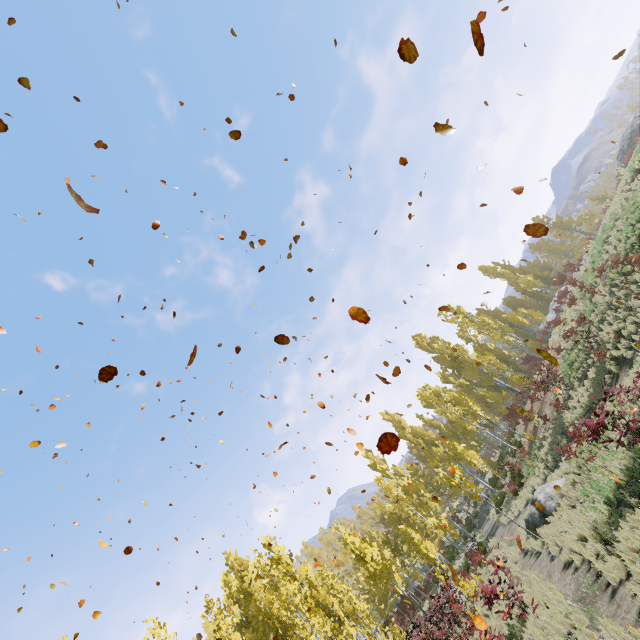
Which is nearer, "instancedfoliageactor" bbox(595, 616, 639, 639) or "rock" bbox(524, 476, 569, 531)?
"instancedfoliageactor" bbox(595, 616, 639, 639)

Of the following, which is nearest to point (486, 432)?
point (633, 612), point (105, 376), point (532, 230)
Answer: point (633, 612)

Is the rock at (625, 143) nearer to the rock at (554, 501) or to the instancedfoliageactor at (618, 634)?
the instancedfoliageactor at (618, 634)

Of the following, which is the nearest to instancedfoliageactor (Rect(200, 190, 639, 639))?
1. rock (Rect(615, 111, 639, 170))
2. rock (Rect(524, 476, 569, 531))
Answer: rock (Rect(615, 111, 639, 170))

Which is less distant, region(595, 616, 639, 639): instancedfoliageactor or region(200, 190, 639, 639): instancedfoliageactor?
region(595, 616, 639, 639): instancedfoliageactor

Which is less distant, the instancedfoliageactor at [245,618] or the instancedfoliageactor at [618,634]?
the instancedfoliageactor at [618,634]

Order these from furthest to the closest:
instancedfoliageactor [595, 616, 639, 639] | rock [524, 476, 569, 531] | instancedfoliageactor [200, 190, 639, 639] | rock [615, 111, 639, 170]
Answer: rock [615, 111, 639, 170] < rock [524, 476, 569, 531] < instancedfoliageactor [200, 190, 639, 639] < instancedfoliageactor [595, 616, 639, 639]
